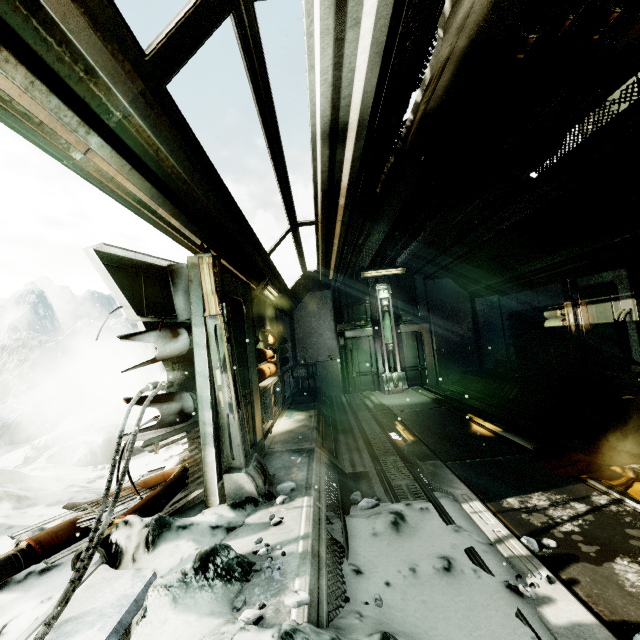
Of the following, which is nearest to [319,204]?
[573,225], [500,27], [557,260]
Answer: [500,27]

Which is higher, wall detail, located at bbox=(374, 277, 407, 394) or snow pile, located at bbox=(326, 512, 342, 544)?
wall detail, located at bbox=(374, 277, 407, 394)

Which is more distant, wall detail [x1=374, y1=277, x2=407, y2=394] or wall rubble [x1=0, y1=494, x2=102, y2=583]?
wall detail [x1=374, y1=277, x2=407, y2=394]

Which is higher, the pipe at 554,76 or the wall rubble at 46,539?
the pipe at 554,76

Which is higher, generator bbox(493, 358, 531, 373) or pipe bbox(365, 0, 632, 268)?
pipe bbox(365, 0, 632, 268)

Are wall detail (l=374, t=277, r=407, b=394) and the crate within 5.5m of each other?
yes

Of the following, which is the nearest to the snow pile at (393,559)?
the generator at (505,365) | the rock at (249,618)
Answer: the rock at (249,618)

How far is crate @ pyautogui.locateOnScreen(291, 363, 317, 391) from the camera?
10.93m
